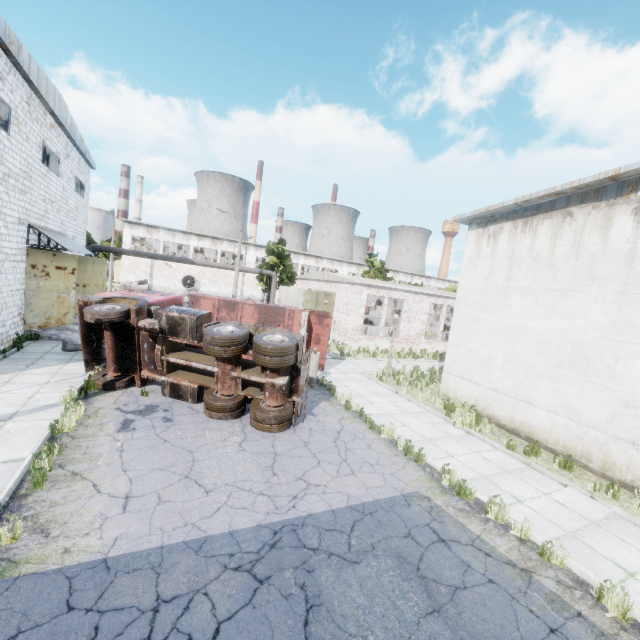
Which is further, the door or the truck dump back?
the truck dump back

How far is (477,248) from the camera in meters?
13.4

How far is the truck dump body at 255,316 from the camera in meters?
15.1

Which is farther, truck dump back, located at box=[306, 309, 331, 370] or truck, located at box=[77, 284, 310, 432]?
truck dump back, located at box=[306, 309, 331, 370]

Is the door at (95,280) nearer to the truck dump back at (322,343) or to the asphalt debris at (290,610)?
the truck dump back at (322,343)

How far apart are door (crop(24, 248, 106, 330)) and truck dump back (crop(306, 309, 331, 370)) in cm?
1243

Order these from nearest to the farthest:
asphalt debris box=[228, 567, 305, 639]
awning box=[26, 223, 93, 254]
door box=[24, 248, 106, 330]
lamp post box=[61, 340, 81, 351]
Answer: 1. asphalt debris box=[228, 567, 305, 639]
2. lamp post box=[61, 340, 81, 351]
3. awning box=[26, 223, 93, 254]
4. door box=[24, 248, 106, 330]

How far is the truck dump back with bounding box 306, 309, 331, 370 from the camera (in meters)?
16.20
